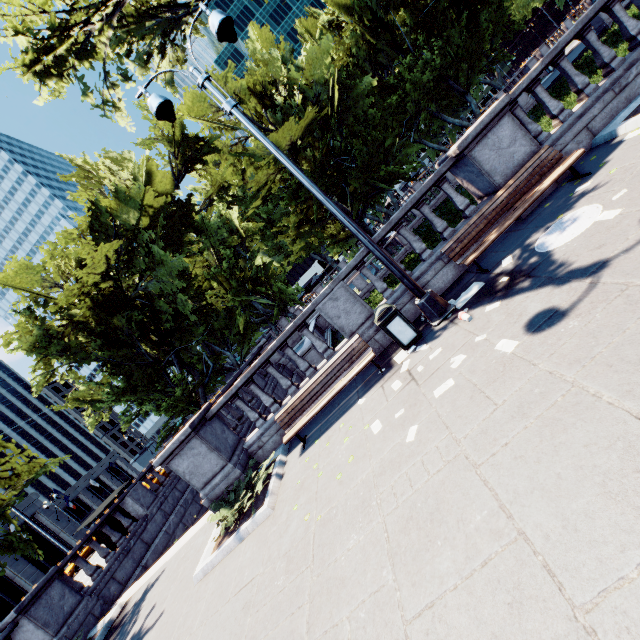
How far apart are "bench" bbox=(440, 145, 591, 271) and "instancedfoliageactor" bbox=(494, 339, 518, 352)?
2.5 meters

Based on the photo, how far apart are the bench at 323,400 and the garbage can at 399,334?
0.5m

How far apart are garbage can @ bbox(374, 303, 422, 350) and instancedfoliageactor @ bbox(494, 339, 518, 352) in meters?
2.3 m

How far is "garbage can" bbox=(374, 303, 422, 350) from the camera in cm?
669

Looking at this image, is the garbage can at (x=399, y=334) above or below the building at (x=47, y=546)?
below

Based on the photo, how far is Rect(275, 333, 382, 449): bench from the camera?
7.2 meters

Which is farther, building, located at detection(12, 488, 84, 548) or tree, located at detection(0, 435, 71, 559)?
building, located at detection(12, 488, 84, 548)

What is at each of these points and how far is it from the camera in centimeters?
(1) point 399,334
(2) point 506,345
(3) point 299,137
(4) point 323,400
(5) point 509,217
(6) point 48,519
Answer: (1) garbage can, 675cm
(2) instancedfoliageactor, 430cm
(3) tree, 1991cm
(4) bench, 729cm
(5) bench, 647cm
(6) building, 3847cm
